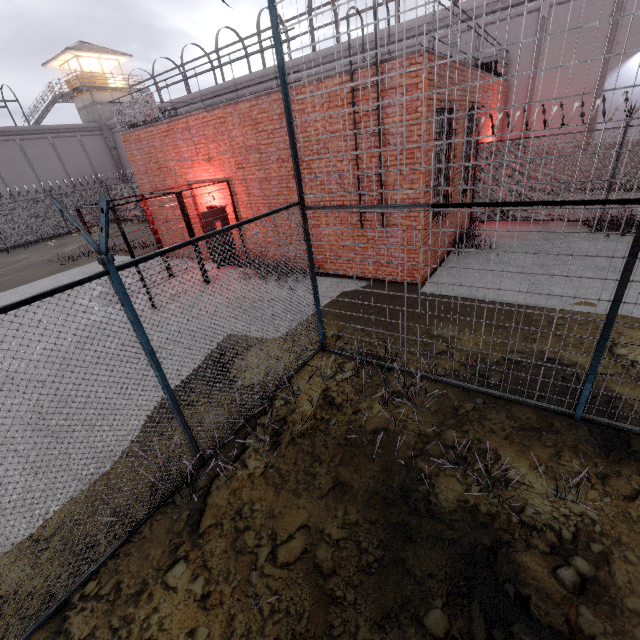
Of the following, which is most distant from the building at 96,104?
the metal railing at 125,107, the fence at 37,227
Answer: the metal railing at 125,107

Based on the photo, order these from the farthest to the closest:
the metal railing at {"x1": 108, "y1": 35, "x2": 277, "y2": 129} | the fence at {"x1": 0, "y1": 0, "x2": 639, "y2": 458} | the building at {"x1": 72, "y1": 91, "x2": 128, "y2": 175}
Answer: the building at {"x1": 72, "y1": 91, "x2": 128, "y2": 175} → the metal railing at {"x1": 108, "y1": 35, "x2": 277, "y2": 129} → the fence at {"x1": 0, "y1": 0, "x2": 639, "y2": 458}

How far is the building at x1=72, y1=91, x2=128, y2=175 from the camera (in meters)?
31.91

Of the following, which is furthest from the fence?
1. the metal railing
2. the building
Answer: the building

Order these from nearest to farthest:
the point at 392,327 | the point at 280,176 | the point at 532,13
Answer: the point at 392,327
the point at 280,176
the point at 532,13

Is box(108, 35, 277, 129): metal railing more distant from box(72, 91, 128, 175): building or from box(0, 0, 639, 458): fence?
box(72, 91, 128, 175): building

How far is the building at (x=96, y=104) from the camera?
31.9 meters

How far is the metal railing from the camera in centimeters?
857cm
